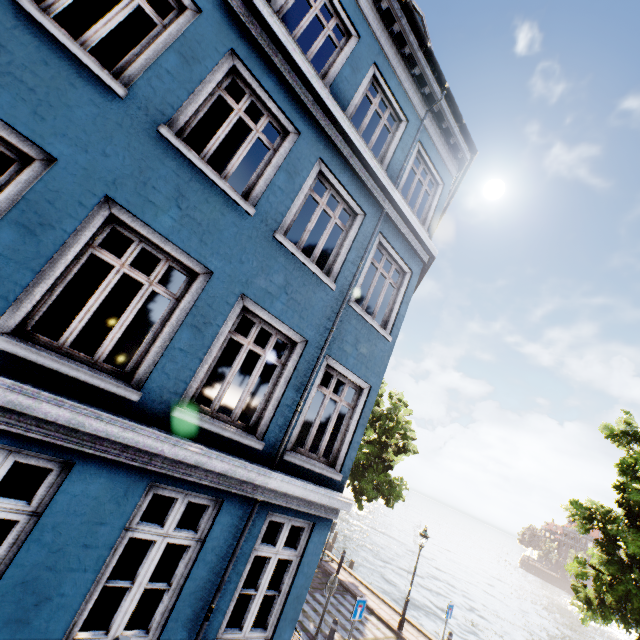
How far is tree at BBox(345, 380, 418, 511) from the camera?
16.9 meters

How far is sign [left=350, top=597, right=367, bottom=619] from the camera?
8.6 meters

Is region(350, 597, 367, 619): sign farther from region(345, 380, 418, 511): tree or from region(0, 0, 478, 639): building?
region(345, 380, 418, 511): tree

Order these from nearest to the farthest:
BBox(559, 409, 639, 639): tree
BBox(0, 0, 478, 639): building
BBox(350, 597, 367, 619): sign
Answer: BBox(0, 0, 478, 639): building → BBox(350, 597, 367, 619): sign → BBox(559, 409, 639, 639): tree

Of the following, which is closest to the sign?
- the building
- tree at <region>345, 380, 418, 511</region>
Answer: the building

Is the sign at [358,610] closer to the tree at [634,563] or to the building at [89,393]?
the building at [89,393]

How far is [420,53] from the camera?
7.56m
